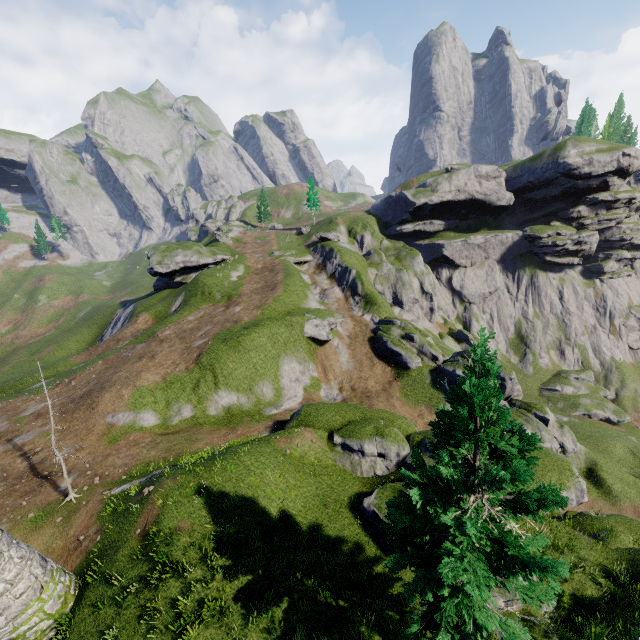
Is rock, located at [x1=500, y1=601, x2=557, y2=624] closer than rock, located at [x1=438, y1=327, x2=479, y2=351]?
Yes

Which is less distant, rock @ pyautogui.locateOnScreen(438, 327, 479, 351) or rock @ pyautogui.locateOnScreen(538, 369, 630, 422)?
rock @ pyautogui.locateOnScreen(538, 369, 630, 422)

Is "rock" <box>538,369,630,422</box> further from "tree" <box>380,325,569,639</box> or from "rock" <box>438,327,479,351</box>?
"tree" <box>380,325,569,639</box>

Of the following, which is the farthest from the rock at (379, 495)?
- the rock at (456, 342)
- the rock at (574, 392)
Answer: the rock at (574, 392)

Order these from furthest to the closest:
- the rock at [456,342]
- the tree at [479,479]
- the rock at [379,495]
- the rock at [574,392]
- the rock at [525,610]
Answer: the rock at [456,342] < the rock at [574,392] < the rock at [379,495] < the rock at [525,610] < the tree at [479,479]

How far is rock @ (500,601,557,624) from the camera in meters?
12.7

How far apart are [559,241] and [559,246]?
1.2 meters

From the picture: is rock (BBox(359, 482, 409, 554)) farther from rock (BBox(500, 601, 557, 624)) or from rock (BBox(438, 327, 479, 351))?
rock (BBox(438, 327, 479, 351))
